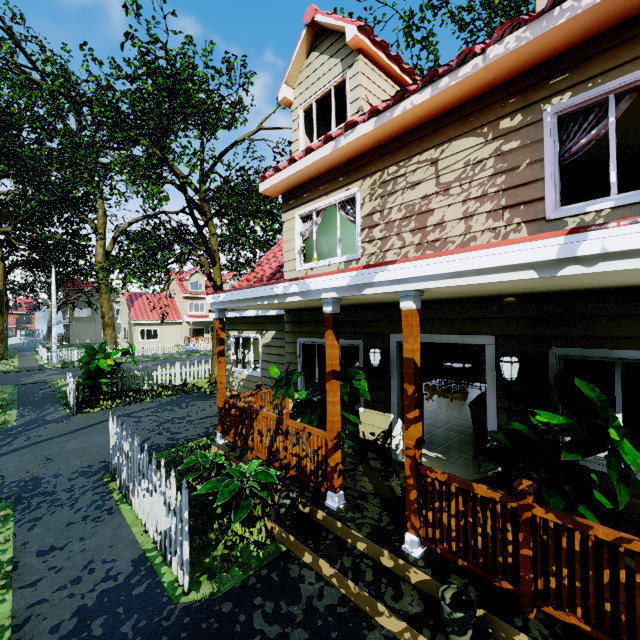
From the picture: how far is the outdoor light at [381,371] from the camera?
5.64m

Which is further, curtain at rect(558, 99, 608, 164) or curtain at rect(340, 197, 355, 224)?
curtain at rect(340, 197, 355, 224)

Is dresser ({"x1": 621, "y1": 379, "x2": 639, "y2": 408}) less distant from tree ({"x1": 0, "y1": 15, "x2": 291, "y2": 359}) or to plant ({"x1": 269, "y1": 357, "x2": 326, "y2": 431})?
tree ({"x1": 0, "y1": 15, "x2": 291, "y2": 359})

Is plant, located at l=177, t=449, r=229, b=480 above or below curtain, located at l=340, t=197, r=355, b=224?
below

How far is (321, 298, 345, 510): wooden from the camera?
4.25m

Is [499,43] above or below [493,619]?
above

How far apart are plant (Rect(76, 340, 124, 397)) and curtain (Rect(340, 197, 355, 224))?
9.64m

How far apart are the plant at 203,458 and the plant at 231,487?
0.3 meters
